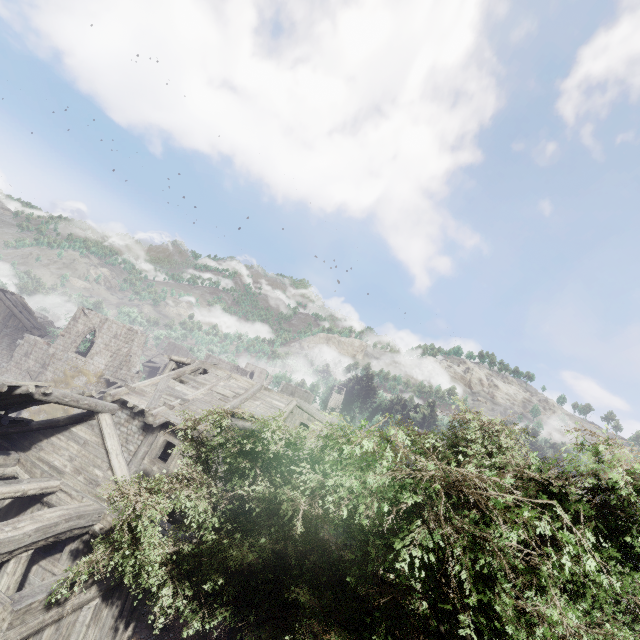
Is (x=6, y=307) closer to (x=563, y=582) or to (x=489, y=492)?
(x=489, y=492)

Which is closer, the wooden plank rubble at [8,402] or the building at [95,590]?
the building at [95,590]

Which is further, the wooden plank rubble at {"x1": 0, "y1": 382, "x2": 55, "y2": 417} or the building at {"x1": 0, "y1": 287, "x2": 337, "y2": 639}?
the wooden plank rubble at {"x1": 0, "y1": 382, "x2": 55, "y2": 417}
